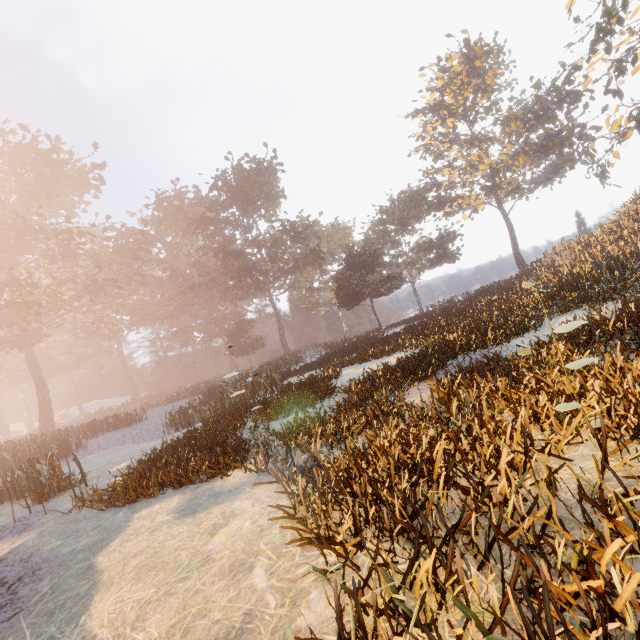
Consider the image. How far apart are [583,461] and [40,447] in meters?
A: 23.5 m
